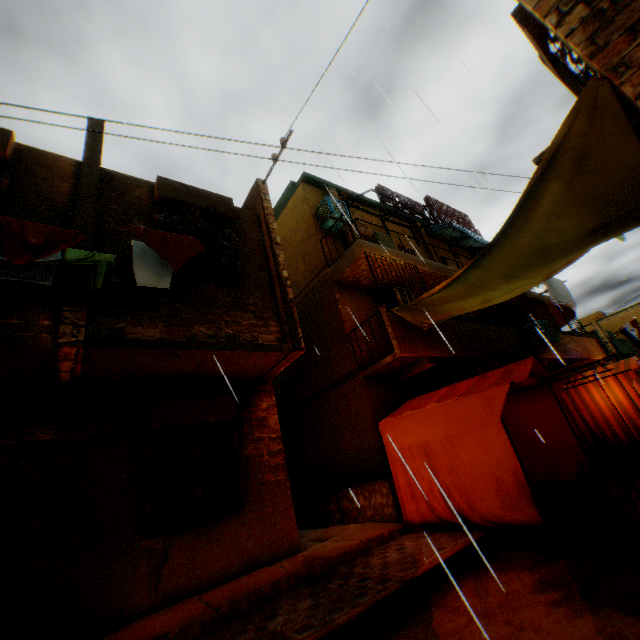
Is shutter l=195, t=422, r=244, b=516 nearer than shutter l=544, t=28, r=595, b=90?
No

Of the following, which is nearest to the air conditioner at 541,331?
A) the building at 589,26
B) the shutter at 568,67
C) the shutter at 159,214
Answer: the building at 589,26

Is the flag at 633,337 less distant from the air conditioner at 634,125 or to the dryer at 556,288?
the dryer at 556,288

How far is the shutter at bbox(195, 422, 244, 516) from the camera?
5.8m

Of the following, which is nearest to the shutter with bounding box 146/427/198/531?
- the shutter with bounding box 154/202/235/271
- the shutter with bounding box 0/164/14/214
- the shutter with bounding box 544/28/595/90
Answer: the shutter with bounding box 544/28/595/90

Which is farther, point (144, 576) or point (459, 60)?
point (459, 60)

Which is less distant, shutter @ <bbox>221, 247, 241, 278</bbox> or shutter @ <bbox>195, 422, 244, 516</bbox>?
shutter @ <bbox>195, 422, 244, 516</bbox>

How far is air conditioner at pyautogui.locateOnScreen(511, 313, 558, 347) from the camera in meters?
11.5 m
